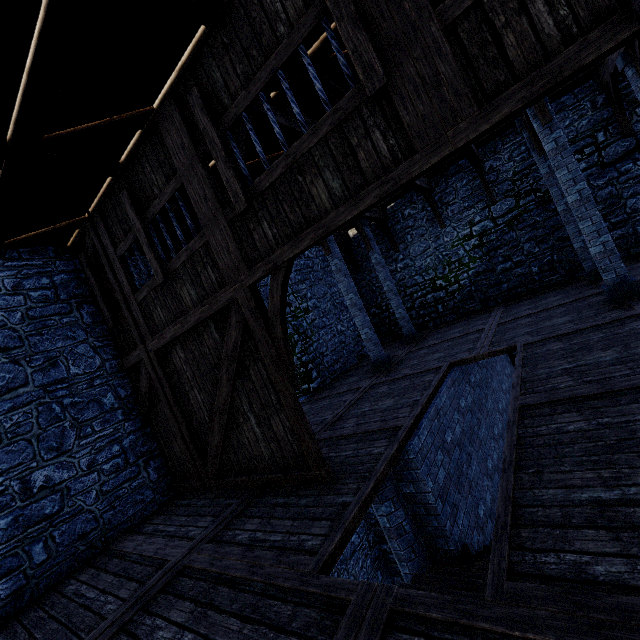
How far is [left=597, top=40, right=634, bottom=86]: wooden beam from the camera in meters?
8.1 m

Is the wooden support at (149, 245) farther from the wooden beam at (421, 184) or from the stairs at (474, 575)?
the stairs at (474, 575)

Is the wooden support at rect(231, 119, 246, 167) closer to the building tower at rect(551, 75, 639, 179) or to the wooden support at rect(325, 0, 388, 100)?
the wooden support at rect(325, 0, 388, 100)

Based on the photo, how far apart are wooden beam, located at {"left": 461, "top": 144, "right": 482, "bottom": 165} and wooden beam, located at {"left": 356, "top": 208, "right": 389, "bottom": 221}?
3.83m

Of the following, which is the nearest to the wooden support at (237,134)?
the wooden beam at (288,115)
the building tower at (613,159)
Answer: the wooden beam at (288,115)

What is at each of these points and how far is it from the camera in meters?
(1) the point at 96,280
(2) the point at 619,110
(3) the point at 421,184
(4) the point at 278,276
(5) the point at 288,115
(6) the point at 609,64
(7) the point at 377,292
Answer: (1) wooden support, 6.6
(2) wooden support, 9.9
(3) wooden beam, 12.1
(4) wooden support, 4.1
(5) wooden beam, 5.6
(6) wooden beam, 9.2
(7) building tower, 16.2

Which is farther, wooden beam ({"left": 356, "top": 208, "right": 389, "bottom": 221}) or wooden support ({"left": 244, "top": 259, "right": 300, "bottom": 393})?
wooden beam ({"left": 356, "top": 208, "right": 389, "bottom": 221})

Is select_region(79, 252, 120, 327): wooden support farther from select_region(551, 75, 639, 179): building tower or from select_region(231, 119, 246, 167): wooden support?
select_region(231, 119, 246, 167): wooden support
